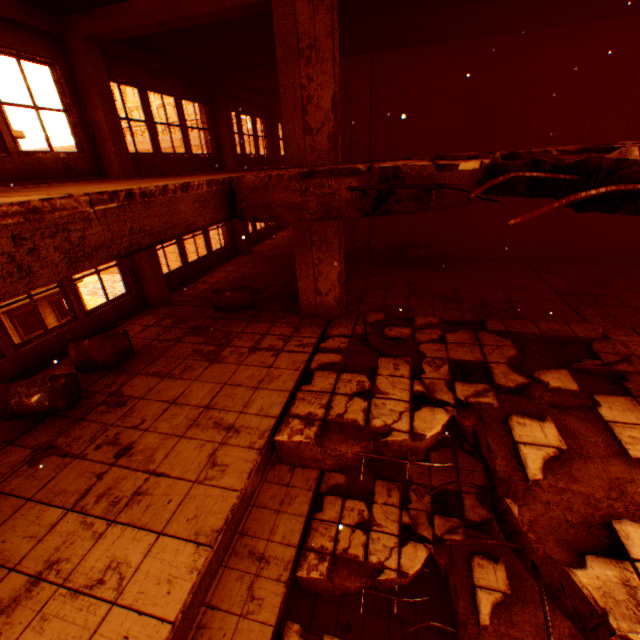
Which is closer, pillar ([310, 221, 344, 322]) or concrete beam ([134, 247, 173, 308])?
A: pillar ([310, 221, 344, 322])

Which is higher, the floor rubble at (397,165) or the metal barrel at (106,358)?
the floor rubble at (397,165)

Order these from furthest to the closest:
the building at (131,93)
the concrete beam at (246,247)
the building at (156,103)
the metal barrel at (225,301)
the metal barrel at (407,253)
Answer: the building at (131,93) < the building at (156,103) < the concrete beam at (246,247) < the metal barrel at (407,253) < the metal barrel at (225,301)

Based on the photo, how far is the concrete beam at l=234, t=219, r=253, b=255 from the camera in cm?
1198

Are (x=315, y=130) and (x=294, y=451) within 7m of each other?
yes

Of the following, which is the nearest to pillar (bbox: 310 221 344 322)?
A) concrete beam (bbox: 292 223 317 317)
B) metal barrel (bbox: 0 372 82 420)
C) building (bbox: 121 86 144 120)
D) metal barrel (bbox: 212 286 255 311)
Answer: concrete beam (bbox: 292 223 317 317)

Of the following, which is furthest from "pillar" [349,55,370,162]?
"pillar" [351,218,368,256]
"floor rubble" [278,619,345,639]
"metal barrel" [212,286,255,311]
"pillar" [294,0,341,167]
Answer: "floor rubble" [278,619,345,639]

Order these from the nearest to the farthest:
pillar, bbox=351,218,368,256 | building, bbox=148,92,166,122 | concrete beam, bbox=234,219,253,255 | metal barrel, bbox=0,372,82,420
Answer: metal barrel, bbox=0,372,82,420 → pillar, bbox=351,218,368,256 → concrete beam, bbox=234,219,253,255 → building, bbox=148,92,166,122
